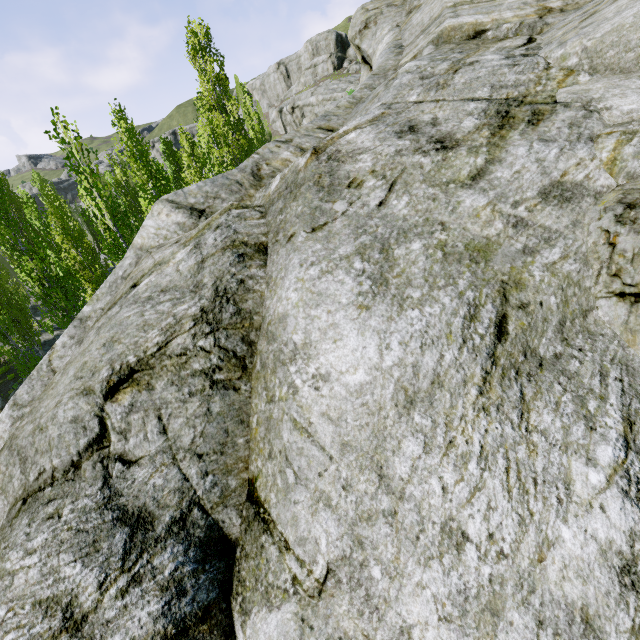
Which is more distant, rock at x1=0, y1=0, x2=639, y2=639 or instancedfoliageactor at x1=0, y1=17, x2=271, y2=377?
instancedfoliageactor at x1=0, y1=17, x2=271, y2=377

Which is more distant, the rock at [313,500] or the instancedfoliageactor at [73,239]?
the instancedfoliageactor at [73,239]

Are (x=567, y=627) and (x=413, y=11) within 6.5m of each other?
no
